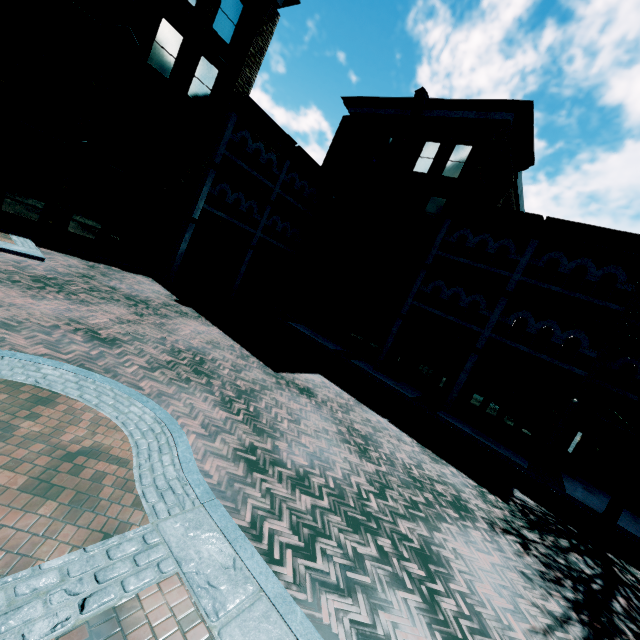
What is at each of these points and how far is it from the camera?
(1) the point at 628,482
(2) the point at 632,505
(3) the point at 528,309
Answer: (1) tree, 9.8m
(2) building, 12.6m
(3) building, 13.9m

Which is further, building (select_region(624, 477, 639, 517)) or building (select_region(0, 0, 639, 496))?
building (select_region(624, 477, 639, 517))

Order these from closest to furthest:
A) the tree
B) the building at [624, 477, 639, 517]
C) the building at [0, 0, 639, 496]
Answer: the tree, the building at [0, 0, 639, 496], the building at [624, 477, 639, 517]

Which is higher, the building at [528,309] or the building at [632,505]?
the building at [528,309]

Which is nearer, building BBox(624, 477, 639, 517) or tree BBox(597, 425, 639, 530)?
tree BBox(597, 425, 639, 530)

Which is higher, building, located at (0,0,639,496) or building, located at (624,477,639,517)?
building, located at (0,0,639,496)

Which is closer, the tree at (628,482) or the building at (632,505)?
the tree at (628,482)
